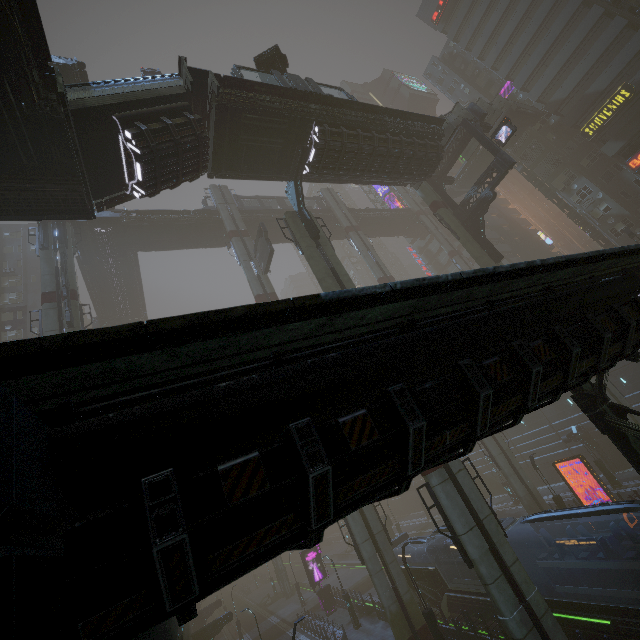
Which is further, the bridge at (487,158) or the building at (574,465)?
the bridge at (487,158)

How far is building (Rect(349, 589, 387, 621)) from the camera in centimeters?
→ 2594cm

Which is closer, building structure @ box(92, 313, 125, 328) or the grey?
the grey

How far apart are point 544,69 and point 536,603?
53.6 meters

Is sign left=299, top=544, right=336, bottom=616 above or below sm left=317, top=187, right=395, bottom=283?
below

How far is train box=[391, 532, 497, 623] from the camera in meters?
18.9 m

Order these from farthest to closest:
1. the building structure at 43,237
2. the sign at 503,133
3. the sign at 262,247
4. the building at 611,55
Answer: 1. the building at 611,55
2. the sign at 262,247
3. the building structure at 43,237
4. the sign at 503,133

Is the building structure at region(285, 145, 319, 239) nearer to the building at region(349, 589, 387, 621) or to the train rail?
the building at region(349, 589, 387, 621)
